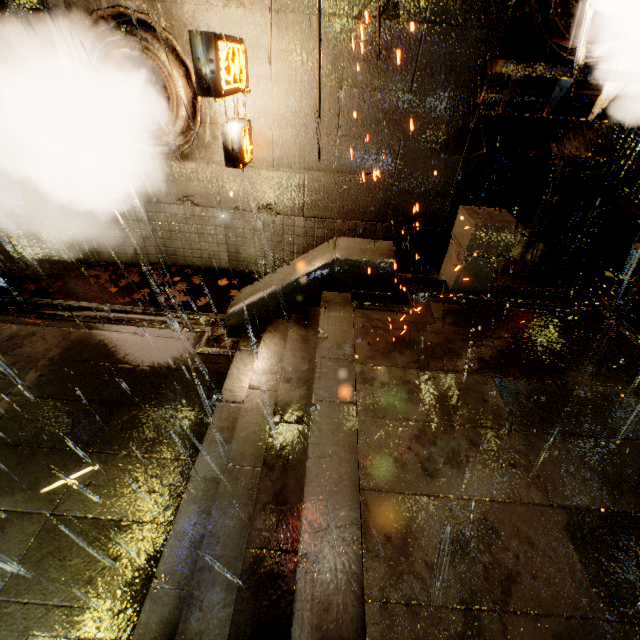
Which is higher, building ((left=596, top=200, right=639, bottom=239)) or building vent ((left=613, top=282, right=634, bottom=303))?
building ((left=596, top=200, right=639, bottom=239))

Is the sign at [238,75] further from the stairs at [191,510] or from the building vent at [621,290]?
the building vent at [621,290]

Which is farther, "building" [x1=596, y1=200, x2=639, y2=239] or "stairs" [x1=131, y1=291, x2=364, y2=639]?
"building" [x1=596, y1=200, x2=639, y2=239]

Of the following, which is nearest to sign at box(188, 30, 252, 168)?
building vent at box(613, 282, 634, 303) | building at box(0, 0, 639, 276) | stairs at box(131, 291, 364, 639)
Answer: building at box(0, 0, 639, 276)

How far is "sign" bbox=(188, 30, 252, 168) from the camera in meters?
4.9 m

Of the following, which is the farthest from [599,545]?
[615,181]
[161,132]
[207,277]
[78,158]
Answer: [78,158]

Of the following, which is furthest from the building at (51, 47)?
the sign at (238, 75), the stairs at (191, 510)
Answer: the stairs at (191, 510)
